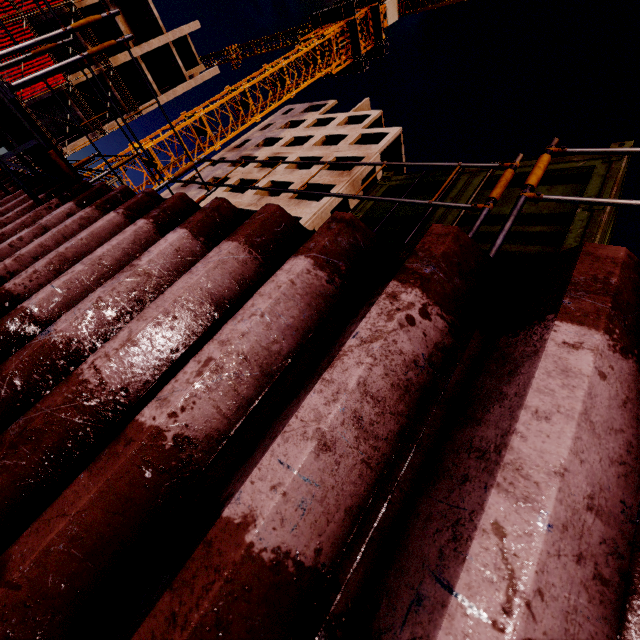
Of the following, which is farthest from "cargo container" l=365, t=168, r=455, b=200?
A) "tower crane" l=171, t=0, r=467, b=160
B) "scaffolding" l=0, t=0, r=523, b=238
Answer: "tower crane" l=171, t=0, r=467, b=160

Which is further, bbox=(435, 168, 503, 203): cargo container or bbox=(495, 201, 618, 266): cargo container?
bbox=(435, 168, 503, 203): cargo container

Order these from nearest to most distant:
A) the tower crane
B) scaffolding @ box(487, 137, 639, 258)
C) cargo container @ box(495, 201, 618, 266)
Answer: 1. scaffolding @ box(487, 137, 639, 258)
2. cargo container @ box(495, 201, 618, 266)
3. the tower crane

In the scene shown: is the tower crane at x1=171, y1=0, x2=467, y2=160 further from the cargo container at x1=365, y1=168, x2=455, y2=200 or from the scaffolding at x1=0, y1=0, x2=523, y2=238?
the cargo container at x1=365, y1=168, x2=455, y2=200

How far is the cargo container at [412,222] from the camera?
3.03m

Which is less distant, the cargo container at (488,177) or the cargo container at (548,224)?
the cargo container at (548,224)

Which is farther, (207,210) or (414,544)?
(207,210)
